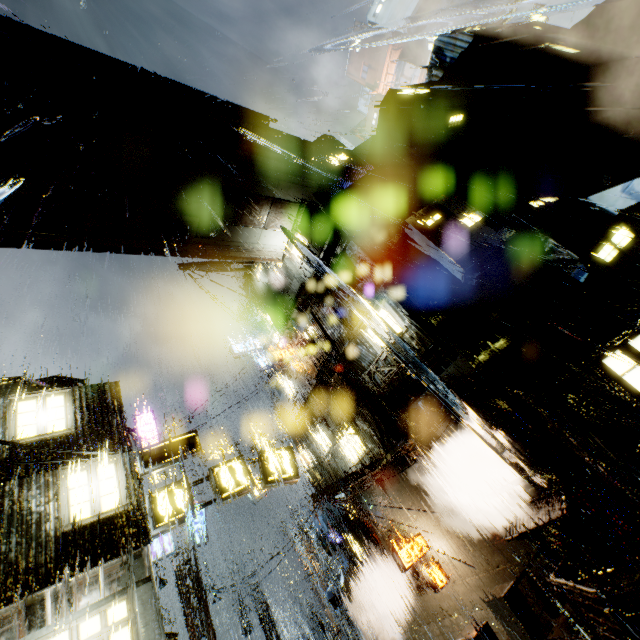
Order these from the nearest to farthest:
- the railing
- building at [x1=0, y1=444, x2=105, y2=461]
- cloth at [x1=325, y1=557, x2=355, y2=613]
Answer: the railing → building at [x1=0, y1=444, x2=105, y2=461] → cloth at [x1=325, y1=557, x2=355, y2=613]

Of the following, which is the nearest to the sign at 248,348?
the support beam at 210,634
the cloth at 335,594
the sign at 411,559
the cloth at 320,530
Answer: the cloth at 320,530

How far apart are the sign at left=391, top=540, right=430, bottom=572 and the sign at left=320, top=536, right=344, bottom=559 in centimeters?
683cm

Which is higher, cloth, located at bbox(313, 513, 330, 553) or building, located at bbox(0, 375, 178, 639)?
building, located at bbox(0, 375, 178, 639)

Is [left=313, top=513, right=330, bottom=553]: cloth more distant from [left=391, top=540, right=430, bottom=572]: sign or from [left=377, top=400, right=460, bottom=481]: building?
[left=391, top=540, right=430, bottom=572]: sign

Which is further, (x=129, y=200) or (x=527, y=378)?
(x=129, y=200)

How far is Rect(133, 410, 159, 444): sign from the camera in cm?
2133

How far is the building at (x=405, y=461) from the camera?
14.4 meters
